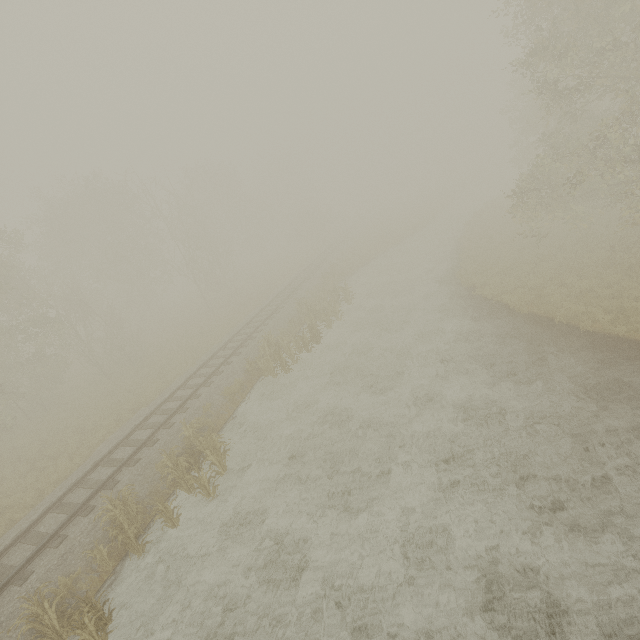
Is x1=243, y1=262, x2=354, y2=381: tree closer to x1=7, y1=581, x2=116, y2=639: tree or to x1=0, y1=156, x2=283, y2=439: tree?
x1=7, y1=581, x2=116, y2=639: tree

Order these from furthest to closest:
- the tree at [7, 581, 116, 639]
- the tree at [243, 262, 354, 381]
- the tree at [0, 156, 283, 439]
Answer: the tree at [0, 156, 283, 439] < the tree at [243, 262, 354, 381] < the tree at [7, 581, 116, 639]

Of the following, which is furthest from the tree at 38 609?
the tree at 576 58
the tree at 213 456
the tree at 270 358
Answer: the tree at 576 58

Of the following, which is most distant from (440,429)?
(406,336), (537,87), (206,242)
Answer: (206,242)

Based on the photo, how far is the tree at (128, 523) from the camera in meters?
8.8 m

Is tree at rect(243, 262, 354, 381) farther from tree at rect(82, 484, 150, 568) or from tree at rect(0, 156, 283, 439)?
tree at rect(0, 156, 283, 439)

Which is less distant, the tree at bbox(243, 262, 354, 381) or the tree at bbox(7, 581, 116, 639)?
the tree at bbox(7, 581, 116, 639)
